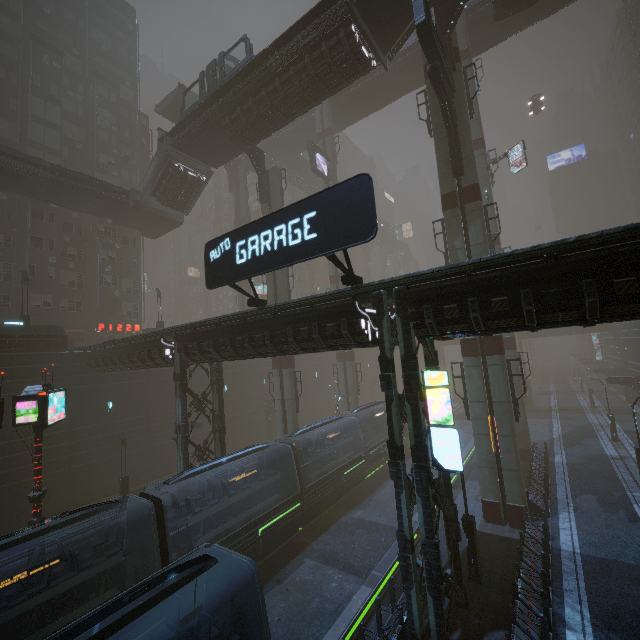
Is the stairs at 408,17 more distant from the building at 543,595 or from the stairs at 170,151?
the stairs at 170,151

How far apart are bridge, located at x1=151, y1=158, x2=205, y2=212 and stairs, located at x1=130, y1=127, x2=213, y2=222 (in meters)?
0.00

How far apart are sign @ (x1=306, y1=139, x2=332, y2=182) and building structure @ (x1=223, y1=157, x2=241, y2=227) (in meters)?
15.42

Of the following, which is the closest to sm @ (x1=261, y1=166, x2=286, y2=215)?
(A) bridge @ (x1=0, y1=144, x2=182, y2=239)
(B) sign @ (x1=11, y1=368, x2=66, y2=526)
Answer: (A) bridge @ (x1=0, y1=144, x2=182, y2=239)

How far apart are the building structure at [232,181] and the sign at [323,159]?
15.42m

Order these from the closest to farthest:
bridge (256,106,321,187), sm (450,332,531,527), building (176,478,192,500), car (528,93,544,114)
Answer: sm (450,332,531,527) → building (176,478,192,500) → bridge (256,106,321,187) → car (528,93,544,114)

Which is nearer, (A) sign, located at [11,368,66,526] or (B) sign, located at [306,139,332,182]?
(A) sign, located at [11,368,66,526]

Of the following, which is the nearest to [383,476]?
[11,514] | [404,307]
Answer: [404,307]
